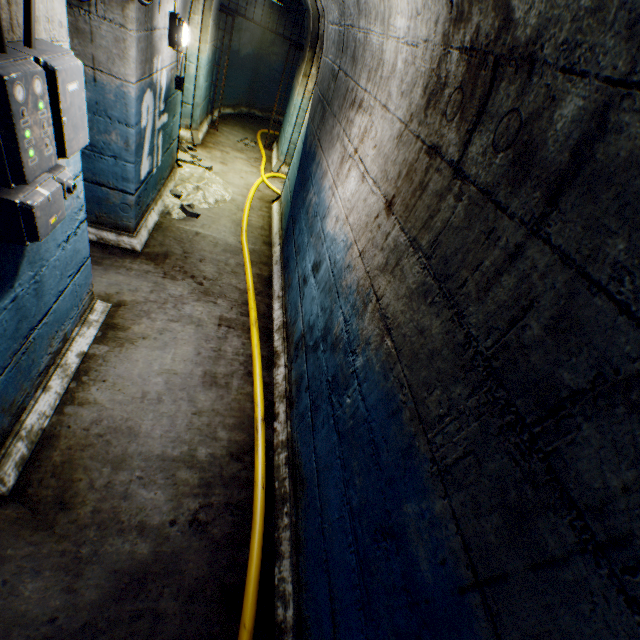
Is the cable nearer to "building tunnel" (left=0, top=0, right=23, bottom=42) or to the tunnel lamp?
"building tunnel" (left=0, top=0, right=23, bottom=42)

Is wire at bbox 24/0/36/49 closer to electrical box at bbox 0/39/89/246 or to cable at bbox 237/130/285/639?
electrical box at bbox 0/39/89/246

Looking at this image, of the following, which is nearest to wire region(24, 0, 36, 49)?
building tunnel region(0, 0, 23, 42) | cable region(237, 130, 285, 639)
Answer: building tunnel region(0, 0, 23, 42)

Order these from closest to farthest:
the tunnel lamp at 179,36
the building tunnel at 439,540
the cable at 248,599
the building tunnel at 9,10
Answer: the building tunnel at 439,540 → the building tunnel at 9,10 → the cable at 248,599 → the tunnel lamp at 179,36

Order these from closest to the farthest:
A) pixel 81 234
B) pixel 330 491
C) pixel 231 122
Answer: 1. pixel 330 491
2. pixel 81 234
3. pixel 231 122

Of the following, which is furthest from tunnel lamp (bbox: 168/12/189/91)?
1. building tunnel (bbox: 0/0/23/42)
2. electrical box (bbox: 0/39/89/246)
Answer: electrical box (bbox: 0/39/89/246)

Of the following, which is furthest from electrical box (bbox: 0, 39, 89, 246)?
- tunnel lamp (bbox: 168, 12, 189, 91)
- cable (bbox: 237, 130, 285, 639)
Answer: tunnel lamp (bbox: 168, 12, 189, 91)

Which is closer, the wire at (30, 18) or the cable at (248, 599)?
the wire at (30, 18)
